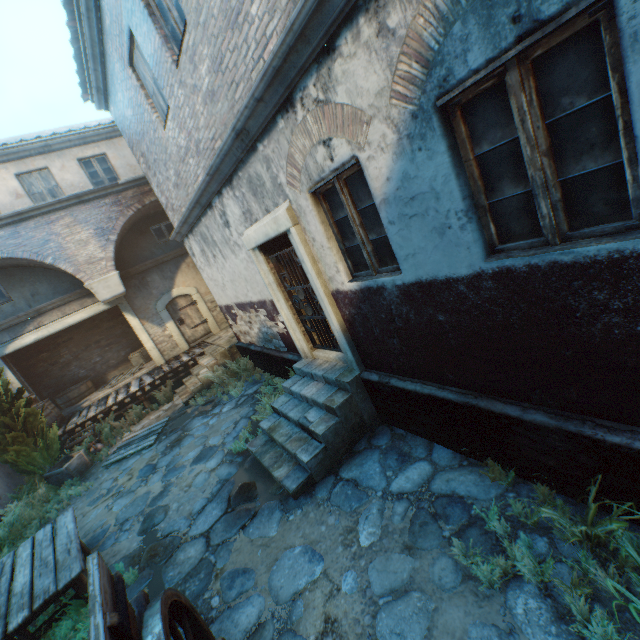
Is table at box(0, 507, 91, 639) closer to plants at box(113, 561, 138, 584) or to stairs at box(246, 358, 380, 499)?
plants at box(113, 561, 138, 584)

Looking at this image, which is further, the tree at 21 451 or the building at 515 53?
the tree at 21 451

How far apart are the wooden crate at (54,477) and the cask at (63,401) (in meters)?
4.60

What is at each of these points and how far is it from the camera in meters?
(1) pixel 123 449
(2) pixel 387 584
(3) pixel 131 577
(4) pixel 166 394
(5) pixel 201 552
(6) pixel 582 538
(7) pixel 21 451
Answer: (1) pallet, 9.1 m
(2) ground stones, 3.1 m
(3) plants, 4.6 m
(4) plants, 11.4 m
(5) ground stones, 4.5 m
(6) plants, 2.7 m
(7) tree, 8.5 m

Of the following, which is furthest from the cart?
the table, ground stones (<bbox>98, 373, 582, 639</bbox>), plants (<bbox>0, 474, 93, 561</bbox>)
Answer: plants (<bbox>0, 474, 93, 561</bbox>)

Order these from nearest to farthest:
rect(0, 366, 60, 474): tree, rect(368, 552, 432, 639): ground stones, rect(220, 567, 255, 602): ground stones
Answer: rect(368, 552, 432, 639): ground stones → rect(220, 567, 255, 602): ground stones → rect(0, 366, 60, 474): tree

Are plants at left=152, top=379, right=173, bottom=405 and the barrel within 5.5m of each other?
yes

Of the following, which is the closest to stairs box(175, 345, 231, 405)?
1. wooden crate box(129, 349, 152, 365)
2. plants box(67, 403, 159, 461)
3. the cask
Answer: plants box(67, 403, 159, 461)
